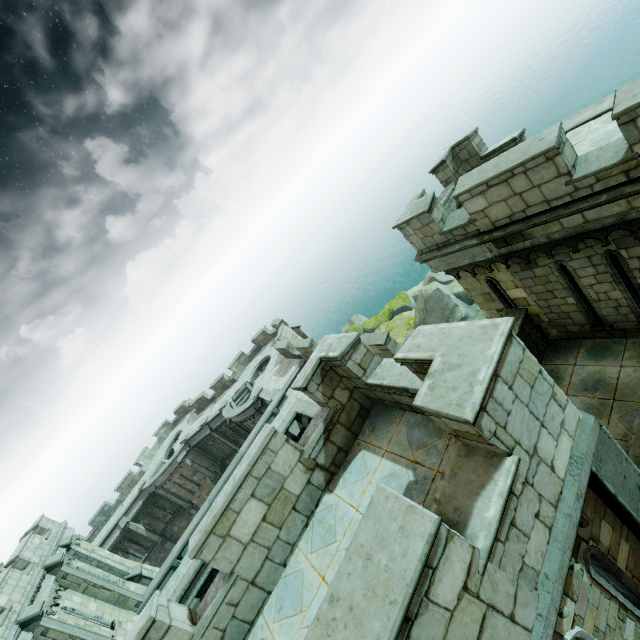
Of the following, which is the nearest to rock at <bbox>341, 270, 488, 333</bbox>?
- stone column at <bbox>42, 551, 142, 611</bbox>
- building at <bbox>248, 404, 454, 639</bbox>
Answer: building at <bbox>248, 404, 454, 639</bbox>

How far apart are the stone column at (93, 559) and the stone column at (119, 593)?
1.85m

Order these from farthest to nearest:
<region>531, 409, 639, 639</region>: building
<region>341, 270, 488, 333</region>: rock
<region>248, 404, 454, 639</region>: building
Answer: <region>341, 270, 488, 333</region>: rock < <region>248, 404, 454, 639</region>: building < <region>531, 409, 639, 639</region>: building

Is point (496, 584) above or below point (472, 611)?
below

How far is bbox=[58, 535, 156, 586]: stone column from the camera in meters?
18.1 m

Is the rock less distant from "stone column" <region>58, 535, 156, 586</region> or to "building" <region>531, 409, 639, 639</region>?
"building" <region>531, 409, 639, 639</region>

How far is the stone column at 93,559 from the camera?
18.06m

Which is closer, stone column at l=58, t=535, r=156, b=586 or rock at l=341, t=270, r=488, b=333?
stone column at l=58, t=535, r=156, b=586
